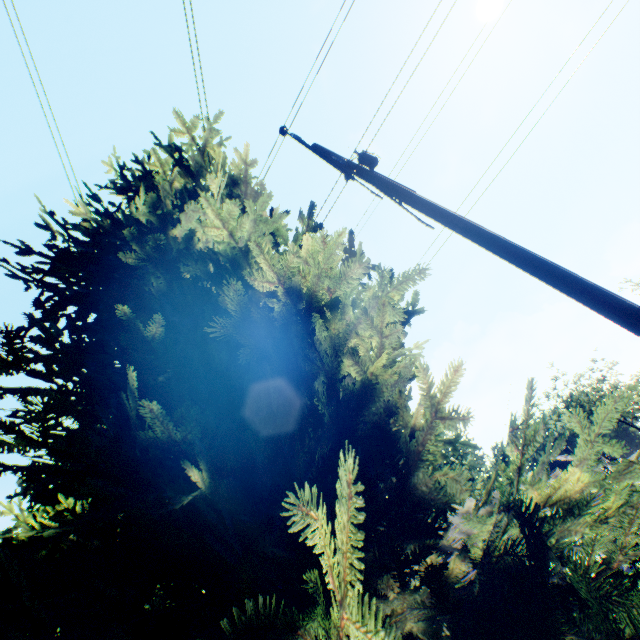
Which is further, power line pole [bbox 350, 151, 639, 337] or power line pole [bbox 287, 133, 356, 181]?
power line pole [bbox 287, 133, 356, 181]

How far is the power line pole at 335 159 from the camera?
4.7 meters

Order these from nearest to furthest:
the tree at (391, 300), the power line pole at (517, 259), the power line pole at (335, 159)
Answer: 1. the tree at (391, 300)
2. the power line pole at (517, 259)
3. the power line pole at (335, 159)

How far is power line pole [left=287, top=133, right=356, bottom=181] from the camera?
4.7 meters

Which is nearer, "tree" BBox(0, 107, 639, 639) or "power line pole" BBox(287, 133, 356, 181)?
"tree" BBox(0, 107, 639, 639)

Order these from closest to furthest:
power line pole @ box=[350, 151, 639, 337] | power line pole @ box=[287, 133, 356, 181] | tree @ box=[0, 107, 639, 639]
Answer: tree @ box=[0, 107, 639, 639] < power line pole @ box=[350, 151, 639, 337] < power line pole @ box=[287, 133, 356, 181]

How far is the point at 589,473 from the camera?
1.4m
